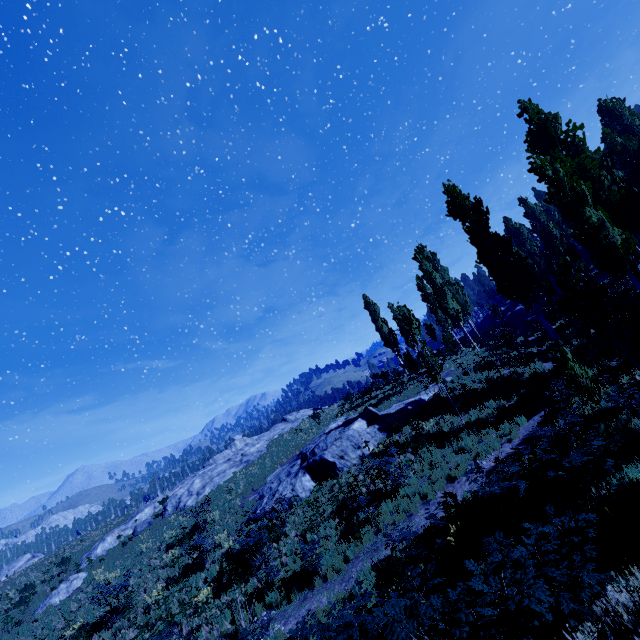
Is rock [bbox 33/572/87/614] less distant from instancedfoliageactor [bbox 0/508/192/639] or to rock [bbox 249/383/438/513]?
rock [bbox 249/383/438/513]

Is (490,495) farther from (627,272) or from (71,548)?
(71,548)

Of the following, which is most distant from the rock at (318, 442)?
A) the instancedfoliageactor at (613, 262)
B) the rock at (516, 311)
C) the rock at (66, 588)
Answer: the rock at (516, 311)

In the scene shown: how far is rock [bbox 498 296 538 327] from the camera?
45.4 meters

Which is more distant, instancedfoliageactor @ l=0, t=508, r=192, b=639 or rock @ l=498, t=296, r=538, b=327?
rock @ l=498, t=296, r=538, b=327

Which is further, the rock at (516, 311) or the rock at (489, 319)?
the rock at (489, 319)

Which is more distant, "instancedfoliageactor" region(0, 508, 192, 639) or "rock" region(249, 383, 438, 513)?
"instancedfoliageactor" region(0, 508, 192, 639)

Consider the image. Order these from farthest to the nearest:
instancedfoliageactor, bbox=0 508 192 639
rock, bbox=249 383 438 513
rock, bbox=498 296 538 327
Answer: rock, bbox=498 296 538 327
instancedfoliageactor, bbox=0 508 192 639
rock, bbox=249 383 438 513
